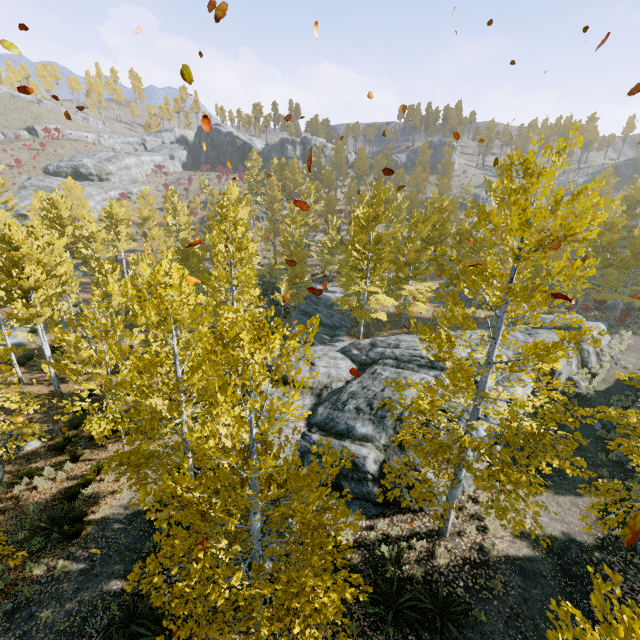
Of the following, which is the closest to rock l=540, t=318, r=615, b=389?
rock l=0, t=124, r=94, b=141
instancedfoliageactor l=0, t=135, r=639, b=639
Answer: instancedfoliageactor l=0, t=135, r=639, b=639

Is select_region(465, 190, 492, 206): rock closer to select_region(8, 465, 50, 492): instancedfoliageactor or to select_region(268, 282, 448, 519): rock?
select_region(8, 465, 50, 492): instancedfoliageactor

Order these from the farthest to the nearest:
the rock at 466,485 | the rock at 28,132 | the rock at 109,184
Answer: the rock at 28,132 < the rock at 109,184 < the rock at 466,485

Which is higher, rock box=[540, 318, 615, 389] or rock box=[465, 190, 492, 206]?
rock box=[465, 190, 492, 206]

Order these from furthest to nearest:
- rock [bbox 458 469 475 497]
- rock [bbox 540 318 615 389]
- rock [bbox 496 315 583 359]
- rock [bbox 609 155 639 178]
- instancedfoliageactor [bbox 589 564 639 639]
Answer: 1. rock [bbox 609 155 639 178]
2. rock [bbox 540 318 615 389]
3. rock [bbox 496 315 583 359]
4. rock [bbox 458 469 475 497]
5. instancedfoliageactor [bbox 589 564 639 639]

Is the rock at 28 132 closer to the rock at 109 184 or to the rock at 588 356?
the rock at 109 184

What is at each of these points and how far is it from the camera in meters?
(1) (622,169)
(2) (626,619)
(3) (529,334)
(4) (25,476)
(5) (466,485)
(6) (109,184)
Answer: (1) rock, 56.4 m
(2) instancedfoliageactor, 2.9 m
(3) rock, 18.5 m
(4) instancedfoliageactor, 11.8 m
(5) rock, 10.2 m
(6) rock, 51.4 m

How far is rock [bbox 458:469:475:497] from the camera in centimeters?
1020cm
